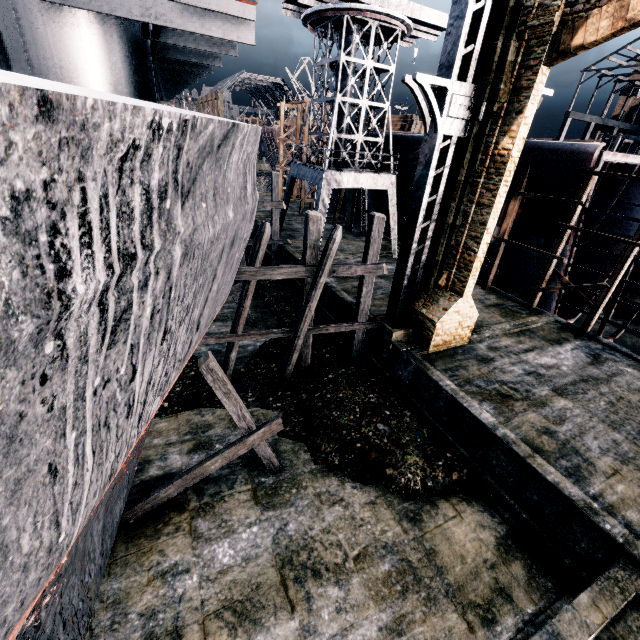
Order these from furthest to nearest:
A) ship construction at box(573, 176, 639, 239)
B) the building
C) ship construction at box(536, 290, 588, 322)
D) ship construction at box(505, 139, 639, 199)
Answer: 1. ship construction at box(536, 290, 588, 322)
2. ship construction at box(573, 176, 639, 239)
3. ship construction at box(505, 139, 639, 199)
4. the building

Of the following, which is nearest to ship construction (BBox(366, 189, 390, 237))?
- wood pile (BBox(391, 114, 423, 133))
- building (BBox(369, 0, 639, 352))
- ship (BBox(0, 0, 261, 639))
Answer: wood pile (BBox(391, 114, 423, 133))

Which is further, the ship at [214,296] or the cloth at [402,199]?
the cloth at [402,199]

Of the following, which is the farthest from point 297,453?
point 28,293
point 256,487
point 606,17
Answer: point 606,17

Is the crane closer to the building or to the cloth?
the cloth

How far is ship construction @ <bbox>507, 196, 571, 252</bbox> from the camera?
17.28m

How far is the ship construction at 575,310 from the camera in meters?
19.8
